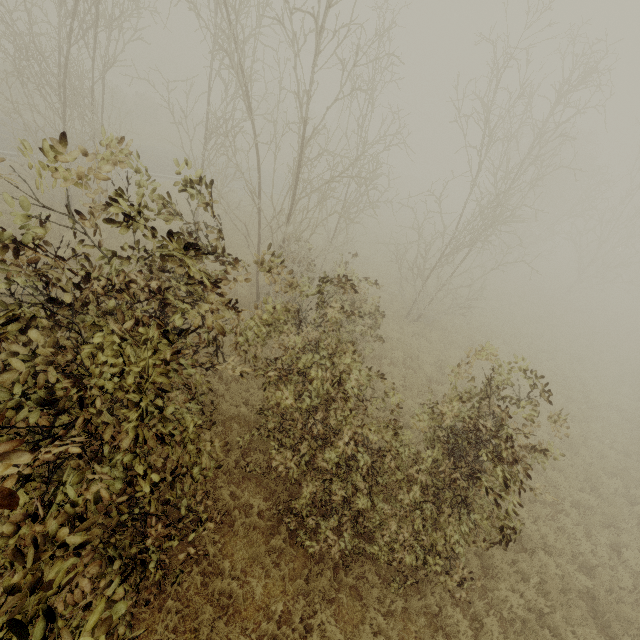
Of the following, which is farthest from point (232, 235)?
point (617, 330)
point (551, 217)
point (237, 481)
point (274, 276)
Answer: point (551, 217)

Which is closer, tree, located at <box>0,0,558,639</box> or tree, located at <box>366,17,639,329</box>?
tree, located at <box>0,0,558,639</box>

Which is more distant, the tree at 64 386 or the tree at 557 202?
the tree at 557 202
